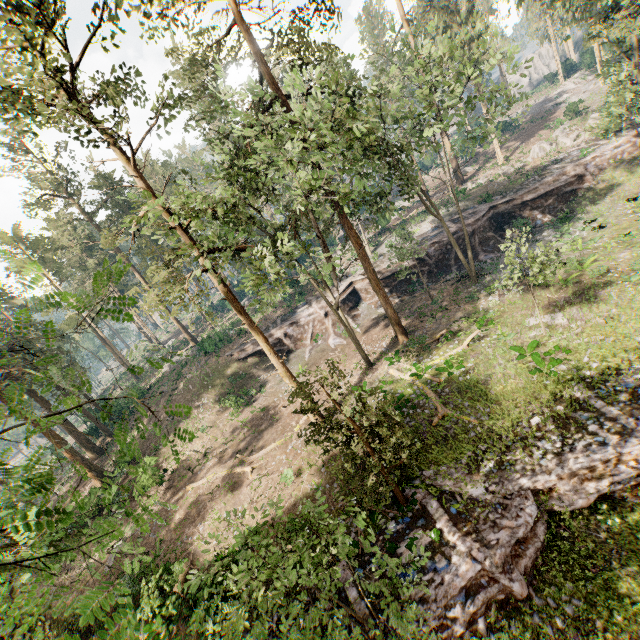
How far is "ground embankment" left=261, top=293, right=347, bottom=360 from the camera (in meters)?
33.31

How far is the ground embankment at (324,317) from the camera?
33.3m

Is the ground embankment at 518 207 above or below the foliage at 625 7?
below

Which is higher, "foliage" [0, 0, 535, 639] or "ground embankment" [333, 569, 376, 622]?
"foliage" [0, 0, 535, 639]

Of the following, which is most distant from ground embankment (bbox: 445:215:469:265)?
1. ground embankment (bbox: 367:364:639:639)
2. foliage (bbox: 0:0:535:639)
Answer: ground embankment (bbox: 367:364:639:639)

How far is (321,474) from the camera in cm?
1827

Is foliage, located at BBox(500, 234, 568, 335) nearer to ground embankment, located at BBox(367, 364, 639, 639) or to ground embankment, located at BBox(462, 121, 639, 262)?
ground embankment, located at BBox(367, 364, 639, 639)

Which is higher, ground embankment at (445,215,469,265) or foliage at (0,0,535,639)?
foliage at (0,0,535,639)
